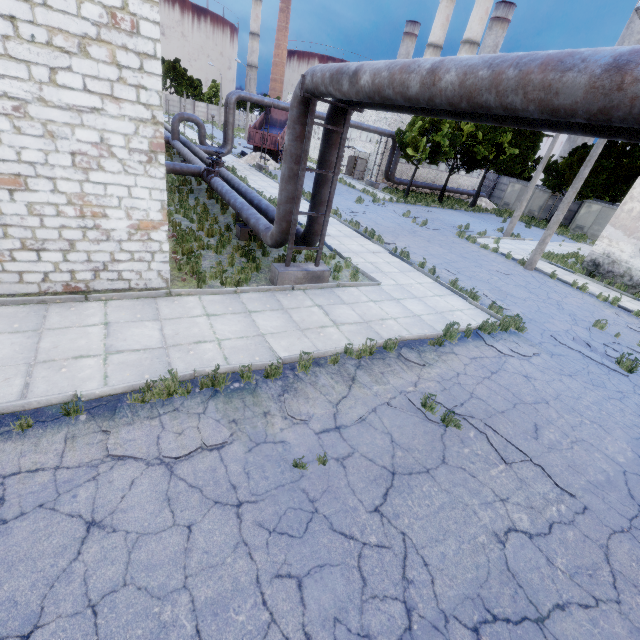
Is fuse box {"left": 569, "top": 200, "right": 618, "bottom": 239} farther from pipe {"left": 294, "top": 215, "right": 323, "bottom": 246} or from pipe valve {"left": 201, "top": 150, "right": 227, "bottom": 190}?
pipe valve {"left": 201, "top": 150, "right": 227, "bottom": 190}

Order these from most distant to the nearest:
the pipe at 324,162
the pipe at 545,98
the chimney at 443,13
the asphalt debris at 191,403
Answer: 1. the chimney at 443,13
2. the pipe at 324,162
3. the asphalt debris at 191,403
4. the pipe at 545,98

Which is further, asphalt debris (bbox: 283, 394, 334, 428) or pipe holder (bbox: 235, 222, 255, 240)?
pipe holder (bbox: 235, 222, 255, 240)

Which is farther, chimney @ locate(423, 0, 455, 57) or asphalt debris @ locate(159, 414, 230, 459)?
chimney @ locate(423, 0, 455, 57)

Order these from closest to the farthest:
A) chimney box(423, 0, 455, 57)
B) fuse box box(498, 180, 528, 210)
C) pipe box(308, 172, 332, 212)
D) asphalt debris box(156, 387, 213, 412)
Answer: asphalt debris box(156, 387, 213, 412)
pipe box(308, 172, 332, 212)
fuse box box(498, 180, 528, 210)
chimney box(423, 0, 455, 57)

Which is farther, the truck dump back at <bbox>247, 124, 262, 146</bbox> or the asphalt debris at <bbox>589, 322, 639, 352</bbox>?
the truck dump back at <bbox>247, 124, 262, 146</bbox>

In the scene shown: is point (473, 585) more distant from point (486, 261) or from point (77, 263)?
point (486, 261)

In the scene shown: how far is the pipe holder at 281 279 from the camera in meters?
7.6
